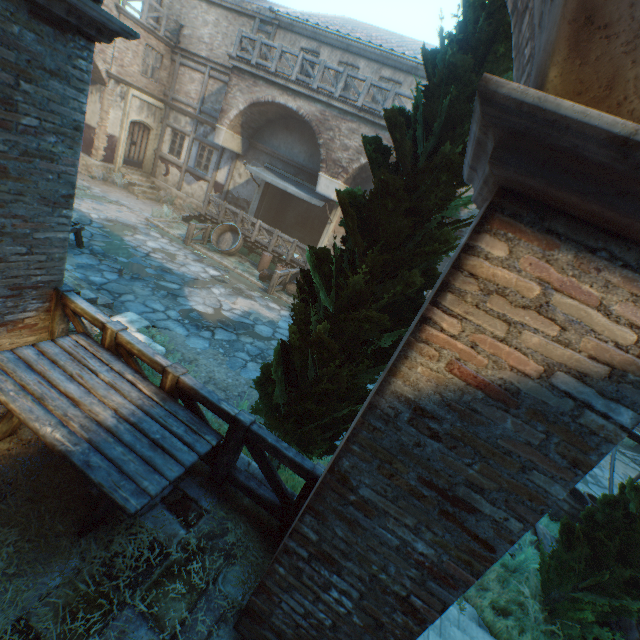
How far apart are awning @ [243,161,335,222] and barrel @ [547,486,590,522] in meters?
11.7 m

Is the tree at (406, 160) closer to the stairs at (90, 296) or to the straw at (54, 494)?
the straw at (54, 494)

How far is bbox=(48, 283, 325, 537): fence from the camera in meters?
3.3

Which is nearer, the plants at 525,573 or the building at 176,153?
the plants at 525,573

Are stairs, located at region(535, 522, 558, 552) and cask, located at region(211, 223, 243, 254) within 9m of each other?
no

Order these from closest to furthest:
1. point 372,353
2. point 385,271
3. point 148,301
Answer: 1. point 385,271
2. point 372,353
3. point 148,301

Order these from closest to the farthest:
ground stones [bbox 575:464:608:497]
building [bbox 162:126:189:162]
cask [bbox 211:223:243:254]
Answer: ground stones [bbox 575:464:608:497]
cask [bbox 211:223:243:254]
building [bbox 162:126:189:162]

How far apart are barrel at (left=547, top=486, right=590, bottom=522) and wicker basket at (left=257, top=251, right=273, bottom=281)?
10.8 meters
